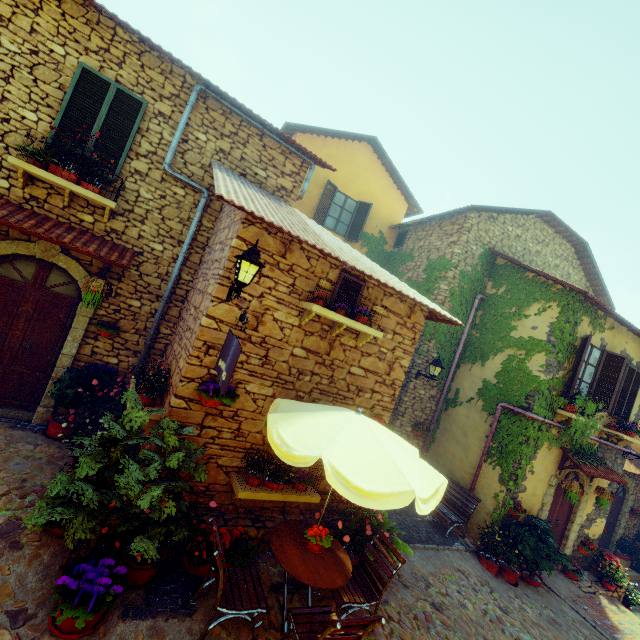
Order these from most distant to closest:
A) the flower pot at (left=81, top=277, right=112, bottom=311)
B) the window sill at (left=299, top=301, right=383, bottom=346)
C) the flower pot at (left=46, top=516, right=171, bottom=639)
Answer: the flower pot at (left=81, top=277, right=112, bottom=311)
the window sill at (left=299, top=301, right=383, bottom=346)
the flower pot at (left=46, top=516, right=171, bottom=639)

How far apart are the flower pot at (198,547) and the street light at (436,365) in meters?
6.5

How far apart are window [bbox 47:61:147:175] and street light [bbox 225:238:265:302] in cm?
361

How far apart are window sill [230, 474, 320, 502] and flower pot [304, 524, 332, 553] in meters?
0.7

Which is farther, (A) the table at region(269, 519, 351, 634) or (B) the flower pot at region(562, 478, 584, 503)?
(B) the flower pot at region(562, 478, 584, 503)

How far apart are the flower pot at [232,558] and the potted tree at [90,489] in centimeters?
121cm

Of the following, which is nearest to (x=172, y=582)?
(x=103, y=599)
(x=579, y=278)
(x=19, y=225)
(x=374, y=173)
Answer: (x=103, y=599)

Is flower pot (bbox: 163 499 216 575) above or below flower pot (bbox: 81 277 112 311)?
below
